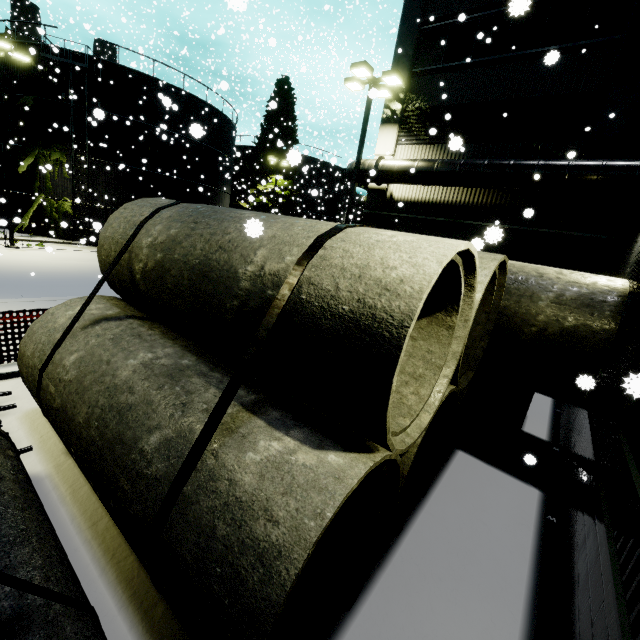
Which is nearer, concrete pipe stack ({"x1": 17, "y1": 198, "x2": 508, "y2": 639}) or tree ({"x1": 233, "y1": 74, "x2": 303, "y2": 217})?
concrete pipe stack ({"x1": 17, "y1": 198, "x2": 508, "y2": 639})

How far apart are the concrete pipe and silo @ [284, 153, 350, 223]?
35.8m

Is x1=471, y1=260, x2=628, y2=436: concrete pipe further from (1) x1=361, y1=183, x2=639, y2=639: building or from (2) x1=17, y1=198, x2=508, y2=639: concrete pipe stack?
(2) x1=17, y1=198, x2=508, y2=639: concrete pipe stack

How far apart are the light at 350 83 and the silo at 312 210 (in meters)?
25.14

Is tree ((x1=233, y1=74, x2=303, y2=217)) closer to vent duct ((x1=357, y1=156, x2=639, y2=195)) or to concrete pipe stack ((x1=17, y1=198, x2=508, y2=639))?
concrete pipe stack ((x1=17, y1=198, x2=508, y2=639))

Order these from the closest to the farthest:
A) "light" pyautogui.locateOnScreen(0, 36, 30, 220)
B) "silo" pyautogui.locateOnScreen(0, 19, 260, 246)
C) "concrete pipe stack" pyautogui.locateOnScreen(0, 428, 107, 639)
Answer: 1. "concrete pipe stack" pyautogui.locateOnScreen(0, 428, 107, 639)
2. "light" pyautogui.locateOnScreen(0, 36, 30, 220)
3. "silo" pyautogui.locateOnScreen(0, 19, 260, 246)

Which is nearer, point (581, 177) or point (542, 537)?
point (542, 537)

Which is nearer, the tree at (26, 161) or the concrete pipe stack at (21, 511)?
the concrete pipe stack at (21, 511)
